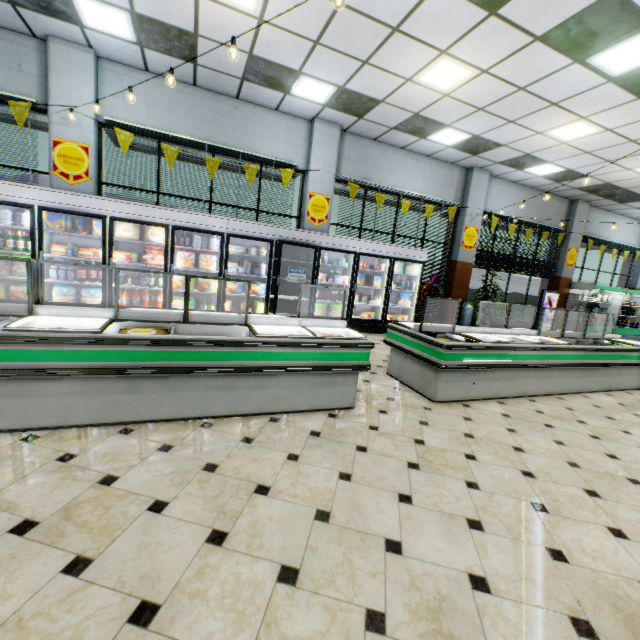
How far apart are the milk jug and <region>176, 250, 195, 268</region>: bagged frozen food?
0.9 meters

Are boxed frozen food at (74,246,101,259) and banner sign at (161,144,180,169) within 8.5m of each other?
yes

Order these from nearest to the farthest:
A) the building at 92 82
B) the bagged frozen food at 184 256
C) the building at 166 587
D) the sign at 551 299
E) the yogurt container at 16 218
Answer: the building at 166 587 < the building at 92 82 < the yogurt container at 16 218 < the bagged frozen food at 184 256 < the sign at 551 299

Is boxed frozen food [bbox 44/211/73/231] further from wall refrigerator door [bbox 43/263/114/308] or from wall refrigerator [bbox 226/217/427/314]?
wall refrigerator [bbox 226/217/427/314]

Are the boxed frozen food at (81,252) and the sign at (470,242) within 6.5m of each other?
no

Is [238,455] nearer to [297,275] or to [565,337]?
[297,275]

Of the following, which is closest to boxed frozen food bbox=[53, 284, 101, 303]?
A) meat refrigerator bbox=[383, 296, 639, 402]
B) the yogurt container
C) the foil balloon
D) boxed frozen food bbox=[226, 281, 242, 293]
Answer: the yogurt container

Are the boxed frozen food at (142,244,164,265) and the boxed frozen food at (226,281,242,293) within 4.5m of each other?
yes
